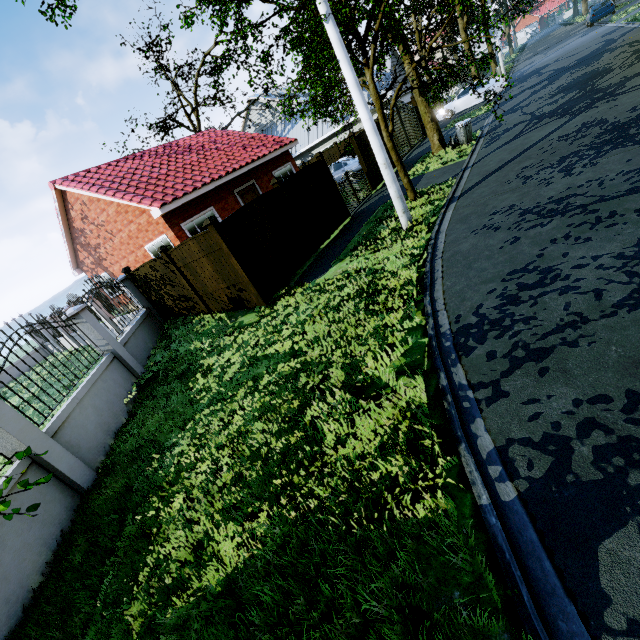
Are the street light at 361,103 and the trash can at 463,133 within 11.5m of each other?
yes

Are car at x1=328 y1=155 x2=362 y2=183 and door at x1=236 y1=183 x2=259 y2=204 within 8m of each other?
yes

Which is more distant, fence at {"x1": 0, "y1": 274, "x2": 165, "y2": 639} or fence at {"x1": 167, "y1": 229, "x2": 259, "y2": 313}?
Answer: fence at {"x1": 167, "y1": 229, "x2": 259, "y2": 313}

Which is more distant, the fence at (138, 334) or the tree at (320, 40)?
the tree at (320, 40)

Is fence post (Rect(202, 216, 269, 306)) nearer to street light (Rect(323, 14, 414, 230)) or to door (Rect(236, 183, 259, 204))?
street light (Rect(323, 14, 414, 230))

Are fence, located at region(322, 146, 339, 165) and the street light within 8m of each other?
no

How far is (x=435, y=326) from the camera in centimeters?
477cm

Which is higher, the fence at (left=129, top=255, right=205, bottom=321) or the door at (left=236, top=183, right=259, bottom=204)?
the door at (left=236, top=183, right=259, bottom=204)
